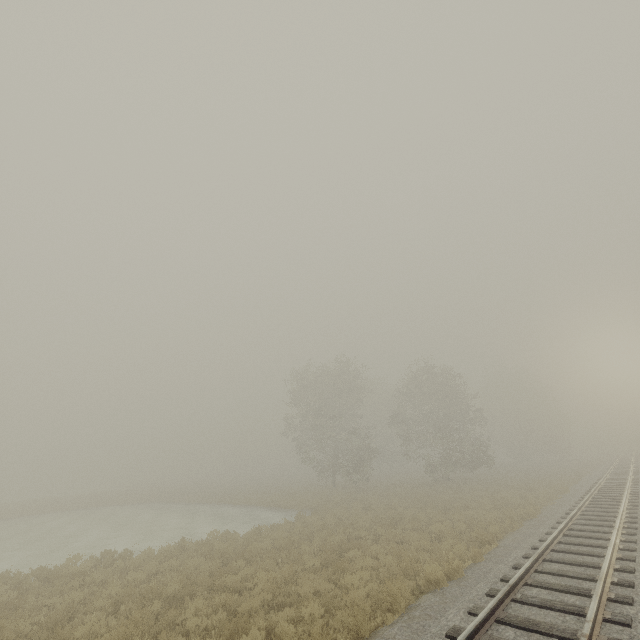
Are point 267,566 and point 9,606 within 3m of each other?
no
